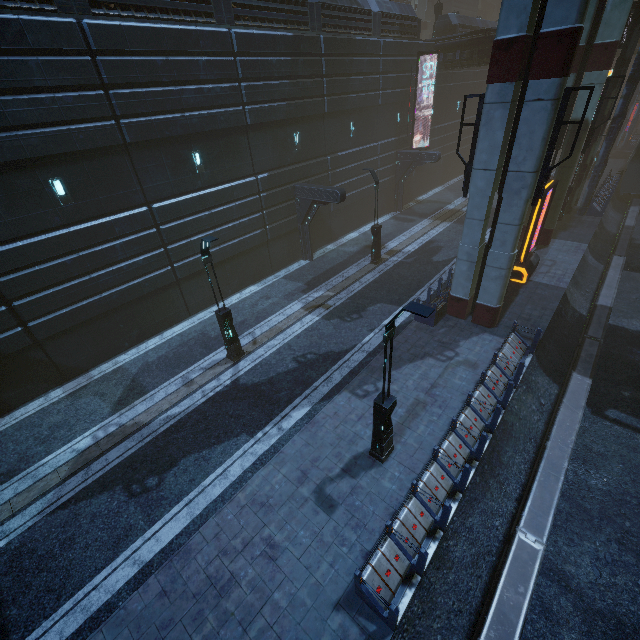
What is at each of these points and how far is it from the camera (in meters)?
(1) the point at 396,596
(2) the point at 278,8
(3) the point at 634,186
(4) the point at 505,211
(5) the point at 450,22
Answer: (1) building, 7.03
(2) building, 15.79
(3) train, 27.33
(4) sm, 11.84
(5) building, 28.00

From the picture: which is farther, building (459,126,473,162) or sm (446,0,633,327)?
building (459,126,473,162)

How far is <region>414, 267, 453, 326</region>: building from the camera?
14.8m

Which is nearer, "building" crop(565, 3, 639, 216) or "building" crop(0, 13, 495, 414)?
"building" crop(0, 13, 495, 414)

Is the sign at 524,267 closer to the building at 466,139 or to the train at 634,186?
the building at 466,139

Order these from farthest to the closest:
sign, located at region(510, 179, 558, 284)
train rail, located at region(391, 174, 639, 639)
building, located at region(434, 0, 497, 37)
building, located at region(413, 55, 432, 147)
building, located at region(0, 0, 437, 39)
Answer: building, located at region(434, 0, 497, 37), building, located at region(413, 55, 432, 147), sign, located at region(510, 179, 558, 284), building, located at region(0, 0, 437, 39), train rail, located at region(391, 174, 639, 639)

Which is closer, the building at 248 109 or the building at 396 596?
the building at 396 596

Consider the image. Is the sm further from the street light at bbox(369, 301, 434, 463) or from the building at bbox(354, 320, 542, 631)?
the street light at bbox(369, 301, 434, 463)
